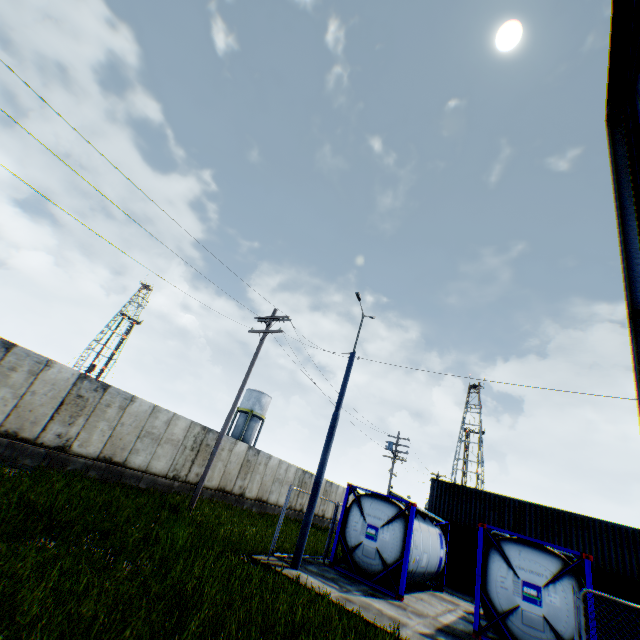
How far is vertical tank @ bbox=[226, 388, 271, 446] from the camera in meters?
44.7

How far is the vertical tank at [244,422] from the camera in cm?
4466

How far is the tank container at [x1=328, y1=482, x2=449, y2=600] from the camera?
11.7m

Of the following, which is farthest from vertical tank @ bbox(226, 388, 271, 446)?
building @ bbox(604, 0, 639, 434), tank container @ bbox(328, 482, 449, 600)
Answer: building @ bbox(604, 0, 639, 434)

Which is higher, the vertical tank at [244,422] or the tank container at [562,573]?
the vertical tank at [244,422]

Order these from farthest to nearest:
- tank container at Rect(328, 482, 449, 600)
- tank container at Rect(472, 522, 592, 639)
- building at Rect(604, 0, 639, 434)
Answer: tank container at Rect(328, 482, 449, 600)
tank container at Rect(472, 522, 592, 639)
building at Rect(604, 0, 639, 434)

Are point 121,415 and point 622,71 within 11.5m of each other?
no
